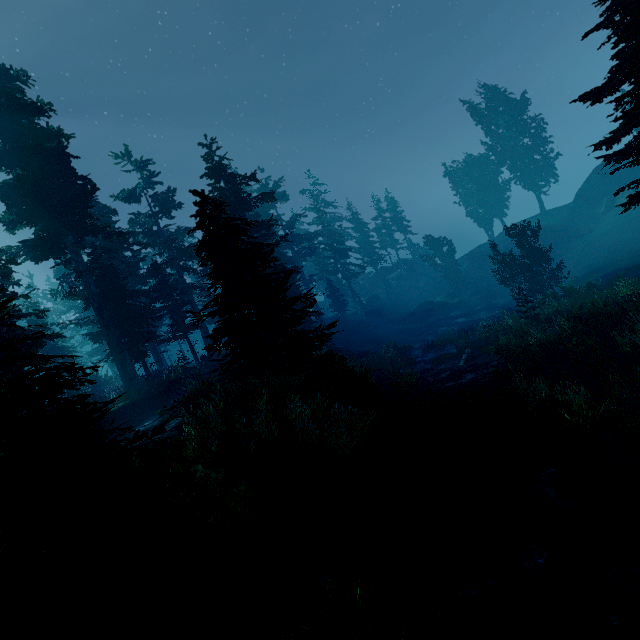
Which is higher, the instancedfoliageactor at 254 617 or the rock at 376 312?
the instancedfoliageactor at 254 617

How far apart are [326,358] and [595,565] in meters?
7.9 m

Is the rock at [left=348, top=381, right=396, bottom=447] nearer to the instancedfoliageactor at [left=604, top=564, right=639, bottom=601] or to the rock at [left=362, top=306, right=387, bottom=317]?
the instancedfoliageactor at [left=604, top=564, right=639, bottom=601]

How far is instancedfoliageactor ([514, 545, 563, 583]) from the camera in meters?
5.3 m

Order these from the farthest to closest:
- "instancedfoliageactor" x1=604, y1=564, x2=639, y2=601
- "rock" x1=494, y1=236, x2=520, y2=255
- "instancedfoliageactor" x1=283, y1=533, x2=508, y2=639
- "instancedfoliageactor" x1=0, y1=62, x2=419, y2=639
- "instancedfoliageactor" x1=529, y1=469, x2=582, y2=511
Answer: "rock" x1=494, y1=236, x2=520, y2=255 < "instancedfoliageactor" x1=529, y1=469, x2=582, y2=511 < "instancedfoliageactor" x1=604, y1=564, x2=639, y2=601 < "instancedfoliageactor" x1=283, y1=533, x2=508, y2=639 < "instancedfoliageactor" x1=0, y1=62, x2=419, y2=639

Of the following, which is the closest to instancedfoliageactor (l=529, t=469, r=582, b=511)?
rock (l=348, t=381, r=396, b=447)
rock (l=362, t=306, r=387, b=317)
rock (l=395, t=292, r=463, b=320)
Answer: rock (l=348, t=381, r=396, b=447)

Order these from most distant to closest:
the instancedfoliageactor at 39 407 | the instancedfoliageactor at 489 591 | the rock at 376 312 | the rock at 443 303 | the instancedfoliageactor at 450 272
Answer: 1. the rock at 376 312
2. the instancedfoliageactor at 450 272
3. the rock at 443 303
4. the instancedfoliageactor at 489 591
5. the instancedfoliageactor at 39 407
